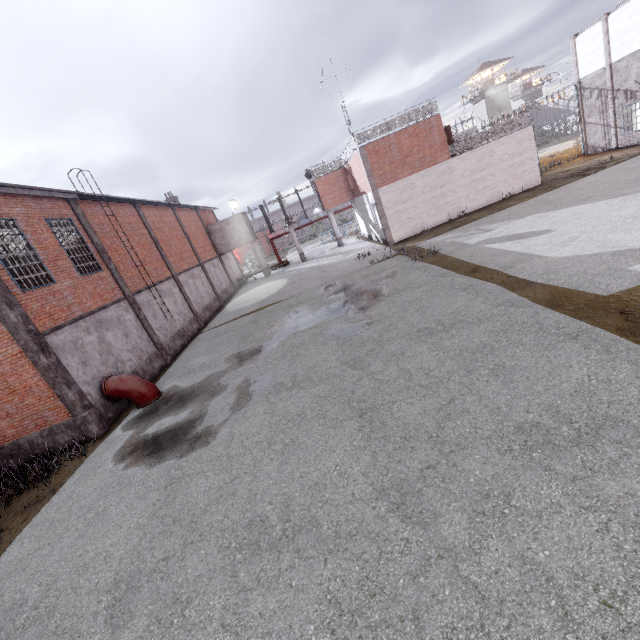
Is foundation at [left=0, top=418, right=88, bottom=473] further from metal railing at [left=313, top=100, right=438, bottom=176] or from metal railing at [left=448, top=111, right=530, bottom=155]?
metal railing at [left=448, top=111, right=530, bottom=155]

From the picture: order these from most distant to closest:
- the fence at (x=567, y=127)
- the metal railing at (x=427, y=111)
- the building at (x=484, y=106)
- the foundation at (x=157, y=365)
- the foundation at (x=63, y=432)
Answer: the building at (x=484, y=106) < the fence at (x=567, y=127) < the metal railing at (x=427, y=111) < the foundation at (x=157, y=365) < the foundation at (x=63, y=432)

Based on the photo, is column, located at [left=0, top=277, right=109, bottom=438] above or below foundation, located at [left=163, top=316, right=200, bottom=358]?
above

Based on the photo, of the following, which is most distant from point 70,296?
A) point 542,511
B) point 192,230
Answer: point 192,230

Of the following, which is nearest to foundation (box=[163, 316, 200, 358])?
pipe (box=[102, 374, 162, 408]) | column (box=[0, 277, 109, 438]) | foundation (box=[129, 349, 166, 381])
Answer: foundation (box=[129, 349, 166, 381])

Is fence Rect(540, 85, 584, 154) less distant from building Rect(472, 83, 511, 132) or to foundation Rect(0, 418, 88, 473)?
building Rect(472, 83, 511, 132)

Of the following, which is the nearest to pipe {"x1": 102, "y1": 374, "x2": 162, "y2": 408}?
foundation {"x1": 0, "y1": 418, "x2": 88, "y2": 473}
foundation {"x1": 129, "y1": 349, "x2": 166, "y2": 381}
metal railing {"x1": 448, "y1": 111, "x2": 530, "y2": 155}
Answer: foundation {"x1": 129, "y1": 349, "x2": 166, "y2": 381}

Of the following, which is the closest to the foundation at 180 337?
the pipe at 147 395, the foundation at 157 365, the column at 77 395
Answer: the foundation at 157 365
